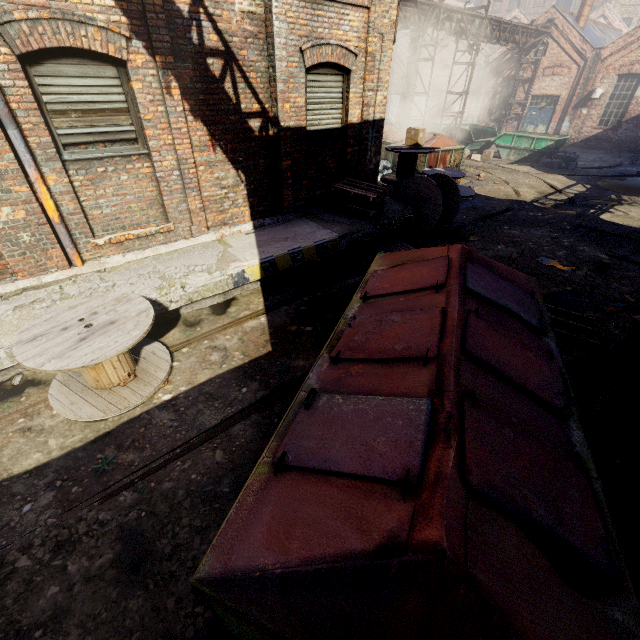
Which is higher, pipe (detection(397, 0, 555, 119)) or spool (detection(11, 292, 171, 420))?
pipe (detection(397, 0, 555, 119))

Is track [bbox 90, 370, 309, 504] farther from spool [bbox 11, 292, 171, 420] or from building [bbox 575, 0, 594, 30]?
building [bbox 575, 0, 594, 30]

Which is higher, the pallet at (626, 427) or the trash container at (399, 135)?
the trash container at (399, 135)

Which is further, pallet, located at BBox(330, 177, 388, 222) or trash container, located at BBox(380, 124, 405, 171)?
trash container, located at BBox(380, 124, 405, 171)

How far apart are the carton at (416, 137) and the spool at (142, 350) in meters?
9.6 m

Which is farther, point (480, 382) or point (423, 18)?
point (423, 18)

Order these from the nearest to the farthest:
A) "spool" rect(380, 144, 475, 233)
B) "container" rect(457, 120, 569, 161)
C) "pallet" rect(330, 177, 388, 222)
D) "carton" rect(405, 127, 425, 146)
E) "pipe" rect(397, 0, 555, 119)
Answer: "pallet" rect(330, 177, 388, 222), "spool" rect(380, 144, 475, 233), "carton" rect(405, 127, 425, 146), "pipe" rect(397, 0, 555, 119), "container" rect(457, 120, 569, 161)

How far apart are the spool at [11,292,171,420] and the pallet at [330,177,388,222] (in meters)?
5.10
